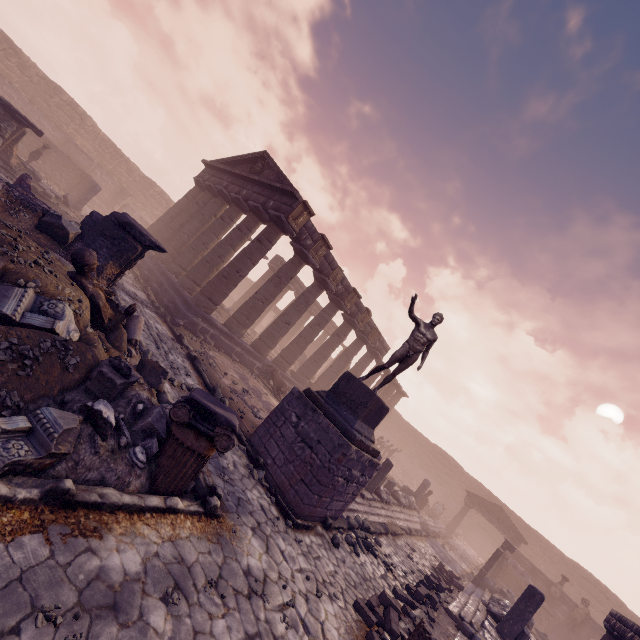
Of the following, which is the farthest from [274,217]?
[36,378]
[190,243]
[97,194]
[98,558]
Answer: [97,194]

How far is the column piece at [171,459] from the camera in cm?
457

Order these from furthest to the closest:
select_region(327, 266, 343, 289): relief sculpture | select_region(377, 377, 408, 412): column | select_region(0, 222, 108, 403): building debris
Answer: select_region(377, 377, 408, 412): column, select_region(327, 266, 343, 289): relief sculpture, select_region(0, 222, 108, 403): building debris

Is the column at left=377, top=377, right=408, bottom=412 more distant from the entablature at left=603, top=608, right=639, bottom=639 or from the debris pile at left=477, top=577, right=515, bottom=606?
the entablature at left=603, top=608, right=639, bottom=639

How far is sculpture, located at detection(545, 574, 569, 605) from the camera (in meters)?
19.81

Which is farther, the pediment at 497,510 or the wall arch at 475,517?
the wall arch at 475,517

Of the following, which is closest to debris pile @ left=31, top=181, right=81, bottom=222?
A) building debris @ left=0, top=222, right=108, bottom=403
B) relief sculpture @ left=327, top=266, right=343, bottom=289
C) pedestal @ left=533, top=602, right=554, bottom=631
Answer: building debris @ left=0, top=222, right=108, bottom=403

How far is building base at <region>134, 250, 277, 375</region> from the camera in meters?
13.5
